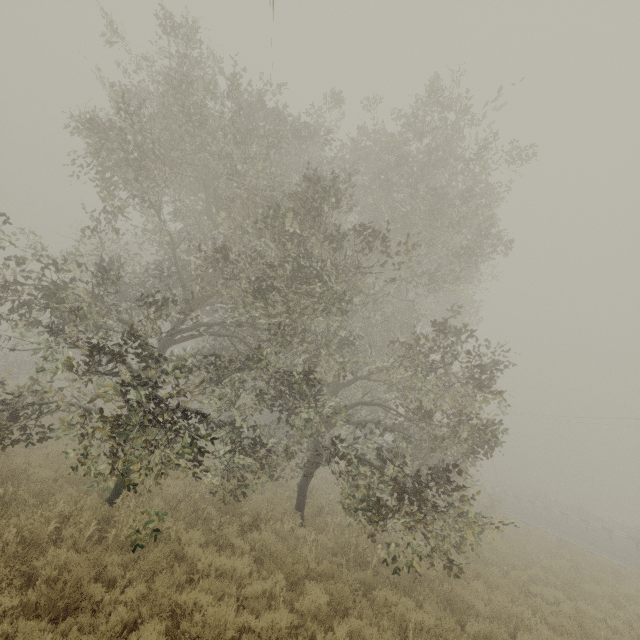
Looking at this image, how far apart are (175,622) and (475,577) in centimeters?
968cm
